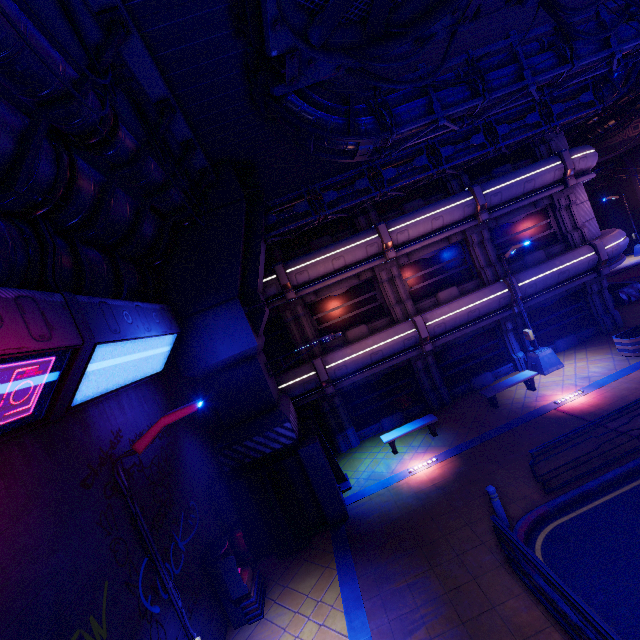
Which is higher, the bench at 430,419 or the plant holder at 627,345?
the bench at 430,419

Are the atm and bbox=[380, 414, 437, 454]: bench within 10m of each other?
yes

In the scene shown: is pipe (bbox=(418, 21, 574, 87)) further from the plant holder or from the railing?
the plant holder

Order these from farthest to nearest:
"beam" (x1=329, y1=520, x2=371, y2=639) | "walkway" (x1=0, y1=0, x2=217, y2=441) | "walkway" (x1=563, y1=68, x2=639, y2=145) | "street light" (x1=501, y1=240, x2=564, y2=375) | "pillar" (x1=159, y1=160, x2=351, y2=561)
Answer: "walkway" (x1=563, y1=68, x2=639, y2=145), "street light" (x1=501, y1=240, x2=564, y2=375), "pillar" (x1=159, y1=160, x2=351, y2=561), "beam" (x1=329, y1=520, x2=371, y2=639), "walkway" (x1=0, y1=0, x2=217, y2=441)

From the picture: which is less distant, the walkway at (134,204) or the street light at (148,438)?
the walkway at (134,204)

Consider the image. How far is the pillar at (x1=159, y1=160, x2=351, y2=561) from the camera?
10.58m

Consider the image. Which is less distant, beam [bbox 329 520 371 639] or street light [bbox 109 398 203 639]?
street light [bbox 109 398 203 639]

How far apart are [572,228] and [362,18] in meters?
15.7
